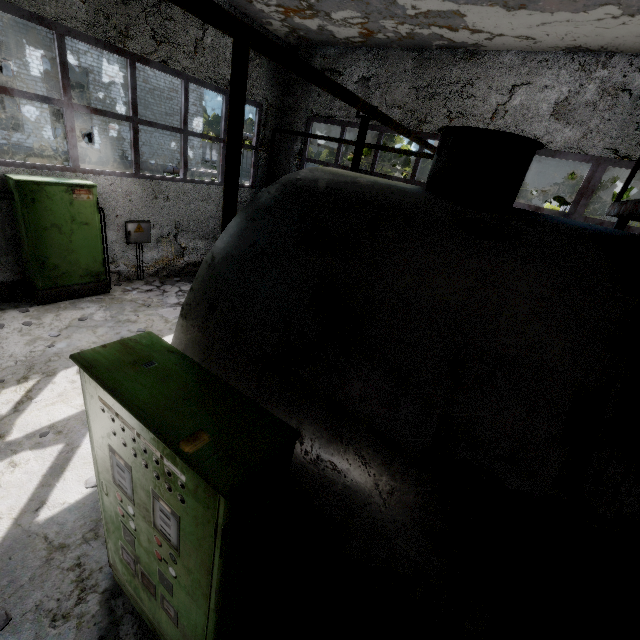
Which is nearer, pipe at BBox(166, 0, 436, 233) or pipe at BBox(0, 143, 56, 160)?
pipe at BBox(166, 0, 436, 233)

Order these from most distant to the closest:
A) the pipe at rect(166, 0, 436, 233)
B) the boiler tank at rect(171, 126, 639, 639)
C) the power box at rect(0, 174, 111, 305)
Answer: the power box at rect(0, 174, 111, 305) < the pipe at rect(166, 0, 436, 233) < the boiler tank at rect(171, 126, 639, 639)

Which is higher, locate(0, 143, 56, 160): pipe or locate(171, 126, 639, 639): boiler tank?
locate(171, 126, 639, 639): boiler tank

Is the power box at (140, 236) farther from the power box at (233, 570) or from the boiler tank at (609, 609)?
the power box at (233, 570)

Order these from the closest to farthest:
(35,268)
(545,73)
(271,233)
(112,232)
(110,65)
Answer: (271,233), (35,268), (545,73), (112,232), (110,65)

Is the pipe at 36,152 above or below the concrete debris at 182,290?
above

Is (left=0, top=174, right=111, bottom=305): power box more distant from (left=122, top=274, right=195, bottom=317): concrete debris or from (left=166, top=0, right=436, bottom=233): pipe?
(left=166, top=0, right=436, bottom=233): pipe

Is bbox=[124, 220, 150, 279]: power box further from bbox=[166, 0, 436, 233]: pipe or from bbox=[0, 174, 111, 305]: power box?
bbox=[166, 0, 436, 233]: pipe
